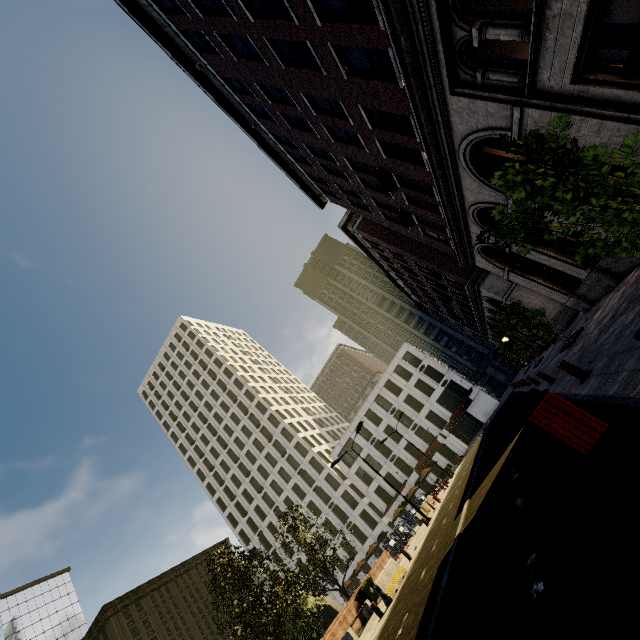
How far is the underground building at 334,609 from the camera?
33.6 meters

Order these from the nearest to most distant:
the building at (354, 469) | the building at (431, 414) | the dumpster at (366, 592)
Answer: the dumpster at (366, 592) < the building at (431, 414) < the building at (354, 469)

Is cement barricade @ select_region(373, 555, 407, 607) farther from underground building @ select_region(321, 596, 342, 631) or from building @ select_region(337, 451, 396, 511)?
building @ select_region(337, 451, 396, 511)

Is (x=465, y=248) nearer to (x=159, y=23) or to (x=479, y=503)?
(x=479, y=503)

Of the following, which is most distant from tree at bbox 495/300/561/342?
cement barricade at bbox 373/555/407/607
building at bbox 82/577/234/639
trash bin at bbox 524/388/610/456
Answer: building at bbox 82/577/234/639

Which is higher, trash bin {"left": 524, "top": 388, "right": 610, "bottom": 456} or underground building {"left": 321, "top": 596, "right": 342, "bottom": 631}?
underground building {"left": 321, "top": 596, "right": 342, "bottom": 631}

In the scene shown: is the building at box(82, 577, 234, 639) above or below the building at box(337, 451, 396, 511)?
above

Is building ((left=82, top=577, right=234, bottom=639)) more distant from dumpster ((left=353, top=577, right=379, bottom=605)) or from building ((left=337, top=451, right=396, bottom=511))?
dumpster ((left=353, top=577, right=379, bottom=605))
